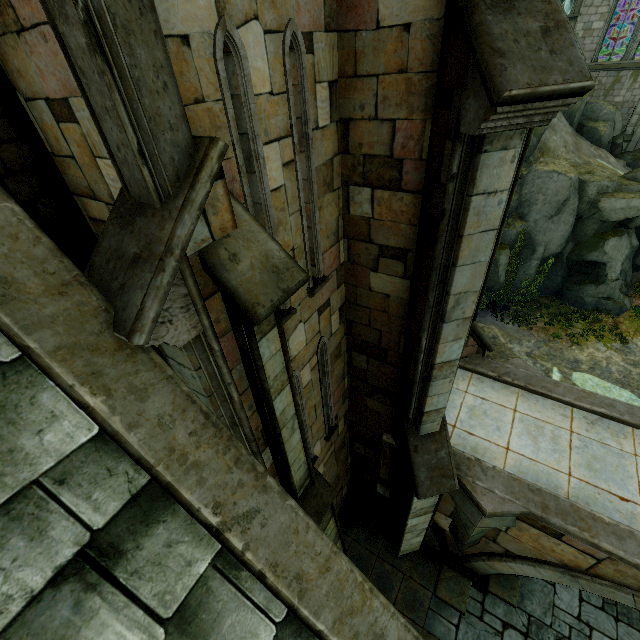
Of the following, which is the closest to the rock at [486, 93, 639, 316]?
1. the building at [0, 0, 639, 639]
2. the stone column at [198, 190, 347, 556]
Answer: the building at [0, 0, 639, 639]

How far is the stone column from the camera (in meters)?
2.77

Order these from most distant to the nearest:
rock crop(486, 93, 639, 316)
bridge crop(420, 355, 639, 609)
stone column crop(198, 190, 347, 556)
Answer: rock crop(486, 93, 639, 316), bridge crop(420, 355, 639, 609), stone column crop(198, 190, 347, 556)

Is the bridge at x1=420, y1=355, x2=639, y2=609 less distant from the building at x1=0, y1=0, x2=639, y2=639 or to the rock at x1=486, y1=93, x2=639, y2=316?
the building at x1=0, y1=0, x2=639, y2=639

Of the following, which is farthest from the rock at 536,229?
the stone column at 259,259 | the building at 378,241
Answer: the stone column at 259,259

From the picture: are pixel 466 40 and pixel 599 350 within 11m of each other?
no

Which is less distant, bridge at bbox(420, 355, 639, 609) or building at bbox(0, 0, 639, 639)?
building at bbox(0, 0, 639, 639)
